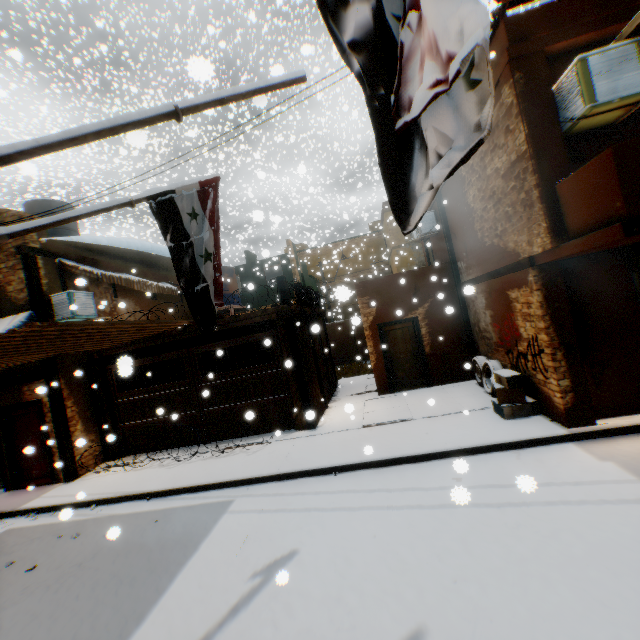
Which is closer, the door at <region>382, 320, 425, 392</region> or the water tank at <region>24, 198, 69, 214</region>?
the door at <region>382, 320, 425, 392</region>

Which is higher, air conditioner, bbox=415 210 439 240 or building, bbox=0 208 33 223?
building, bbox=0 208 33 223

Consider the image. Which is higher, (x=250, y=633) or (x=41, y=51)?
(x=41, y=51)

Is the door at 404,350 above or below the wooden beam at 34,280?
below

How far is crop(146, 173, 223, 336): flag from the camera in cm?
398

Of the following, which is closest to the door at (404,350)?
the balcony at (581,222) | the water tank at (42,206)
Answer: the balcony at (581,222)

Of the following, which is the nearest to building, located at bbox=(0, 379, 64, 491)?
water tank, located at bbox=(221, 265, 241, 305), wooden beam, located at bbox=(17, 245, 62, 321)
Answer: wooden beam, located at bbox=(17, 245, 62, 321)

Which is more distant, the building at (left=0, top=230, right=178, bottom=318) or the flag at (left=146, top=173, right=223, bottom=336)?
the building at (left=0, top=230, right=178, bottom=318)
